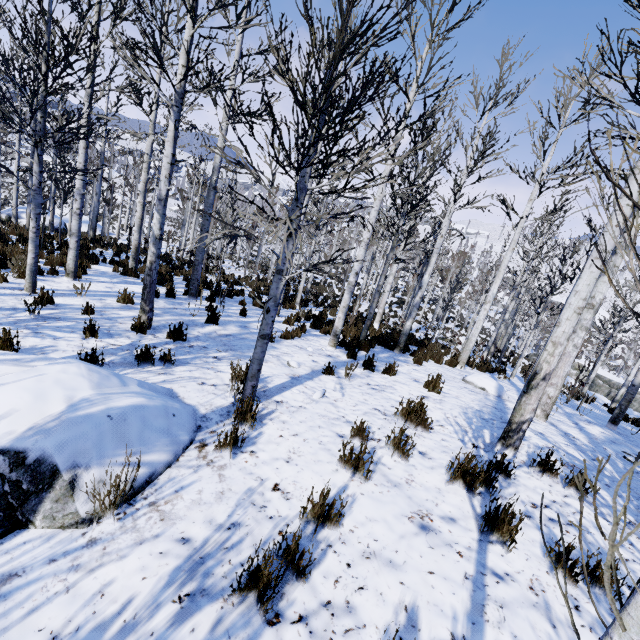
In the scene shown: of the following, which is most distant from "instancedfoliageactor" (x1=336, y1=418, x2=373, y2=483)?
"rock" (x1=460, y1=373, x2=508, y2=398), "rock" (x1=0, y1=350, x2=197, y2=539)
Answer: "rock" (x1=460, y1=373, x2=508, y2=398)

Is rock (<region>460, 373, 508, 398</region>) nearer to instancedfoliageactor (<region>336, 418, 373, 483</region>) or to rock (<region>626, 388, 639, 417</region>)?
instancedfoliageactor (<region>336, 418, 373, 483</region>)

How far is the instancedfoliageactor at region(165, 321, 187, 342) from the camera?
5.8m

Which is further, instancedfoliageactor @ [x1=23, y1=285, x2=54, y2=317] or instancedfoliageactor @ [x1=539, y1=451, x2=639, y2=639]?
instancedfoliageactor @ [x1=23, y1=285, x2=54, y2=317]

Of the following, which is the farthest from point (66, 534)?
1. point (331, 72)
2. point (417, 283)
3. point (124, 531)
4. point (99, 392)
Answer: point (417, 283)

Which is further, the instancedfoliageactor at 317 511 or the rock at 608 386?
the rock at 608 386

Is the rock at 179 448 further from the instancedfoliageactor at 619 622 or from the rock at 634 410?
the rock at 634 410
